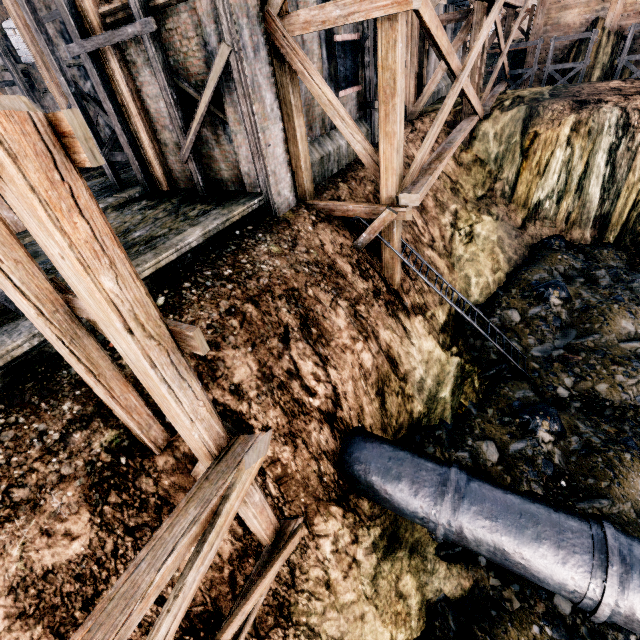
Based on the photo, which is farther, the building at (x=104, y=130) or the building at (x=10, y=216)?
the building at (x=104, y=130)

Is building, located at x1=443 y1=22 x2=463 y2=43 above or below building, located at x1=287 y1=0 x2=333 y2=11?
below

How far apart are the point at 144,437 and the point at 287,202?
8.12m

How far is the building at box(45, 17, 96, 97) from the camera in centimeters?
2859cm

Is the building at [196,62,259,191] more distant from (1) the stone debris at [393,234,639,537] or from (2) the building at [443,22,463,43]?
(1) the stone debris at [393,234,639,537]
